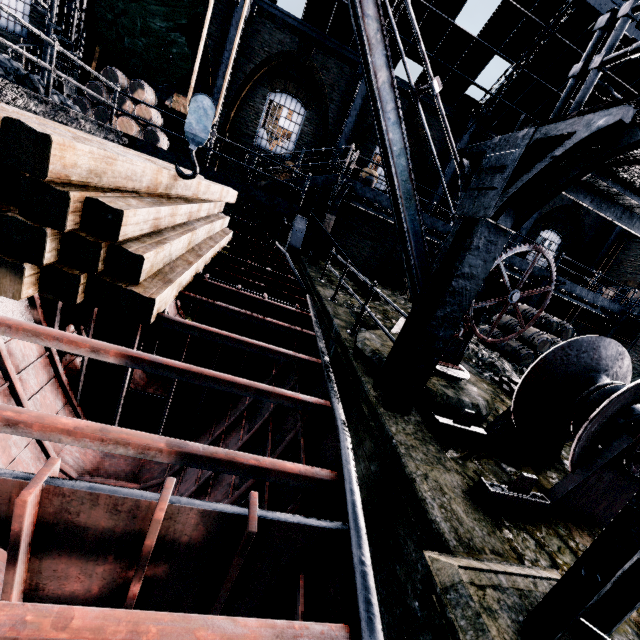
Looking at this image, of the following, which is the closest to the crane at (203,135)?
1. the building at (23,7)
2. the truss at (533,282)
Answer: the building at (23,7)

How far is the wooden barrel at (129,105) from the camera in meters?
13.5

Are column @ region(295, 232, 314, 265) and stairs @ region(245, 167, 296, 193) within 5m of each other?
yes

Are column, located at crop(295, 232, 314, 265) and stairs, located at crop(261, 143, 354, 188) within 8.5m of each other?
yes

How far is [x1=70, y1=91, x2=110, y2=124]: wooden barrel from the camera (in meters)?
13.30

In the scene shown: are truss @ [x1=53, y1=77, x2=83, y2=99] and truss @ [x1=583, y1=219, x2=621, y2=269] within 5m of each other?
no

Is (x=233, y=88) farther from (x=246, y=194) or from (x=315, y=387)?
(x=315, y=387)

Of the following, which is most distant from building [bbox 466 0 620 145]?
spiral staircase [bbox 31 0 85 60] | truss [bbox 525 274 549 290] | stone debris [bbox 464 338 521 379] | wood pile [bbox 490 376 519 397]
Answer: stone debris [bbox 464 338 521 379]
